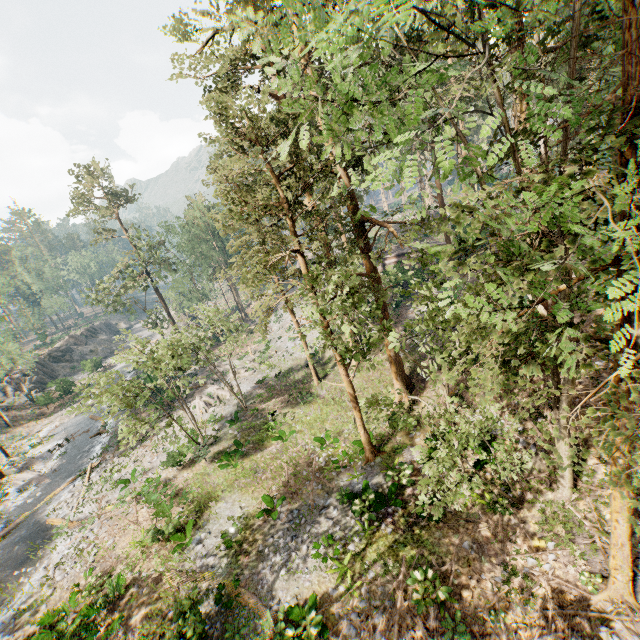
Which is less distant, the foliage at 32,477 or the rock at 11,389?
the foliage at 32,477

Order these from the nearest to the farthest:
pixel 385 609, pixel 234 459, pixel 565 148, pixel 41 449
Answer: pixel 565 148, pixel 385 609, pixel 234 459, pixel 41 449

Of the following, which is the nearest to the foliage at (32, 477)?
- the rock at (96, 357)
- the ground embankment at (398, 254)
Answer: the ground embankment at (398, 254)

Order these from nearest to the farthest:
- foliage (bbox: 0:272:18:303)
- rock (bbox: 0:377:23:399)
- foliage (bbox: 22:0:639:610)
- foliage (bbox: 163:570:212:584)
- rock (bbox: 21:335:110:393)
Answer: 1. foliage (bbox: 22:0:639:610)
2. foliage (bbox: 163:570:212:584)
3. foliage (bbox: 0:272:18:303)
4. rock (bbox: 0:377:23:399)
5. rock (bbox: 21:335:110:393)

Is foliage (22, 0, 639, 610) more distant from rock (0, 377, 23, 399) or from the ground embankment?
rock (0, 377, 23, 399)

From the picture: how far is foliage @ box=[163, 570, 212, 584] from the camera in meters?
13.8 m

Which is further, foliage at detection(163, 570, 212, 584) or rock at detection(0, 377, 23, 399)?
rock at detection(0, 377, 23, 399)

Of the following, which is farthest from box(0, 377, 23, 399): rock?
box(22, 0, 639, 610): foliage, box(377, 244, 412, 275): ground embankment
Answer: box(377, 244, 412, 275): ground embankment
